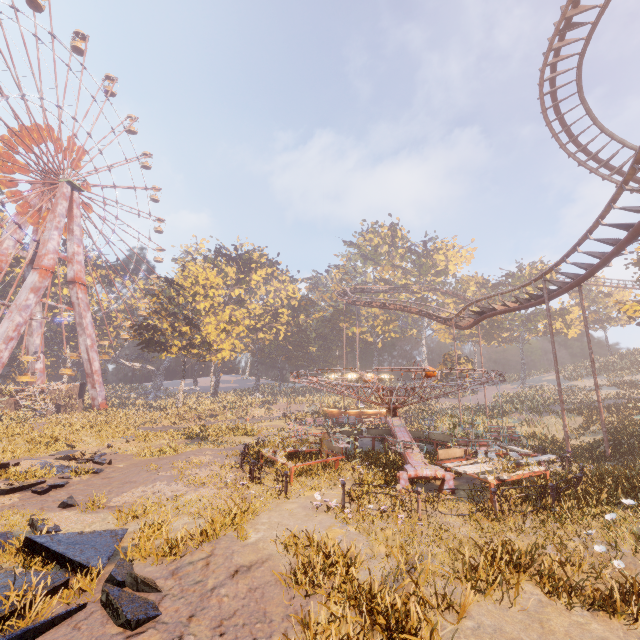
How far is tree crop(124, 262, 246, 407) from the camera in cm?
3734

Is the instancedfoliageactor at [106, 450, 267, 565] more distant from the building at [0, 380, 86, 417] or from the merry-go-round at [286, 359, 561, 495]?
the building at [0, 380, 86, 417]

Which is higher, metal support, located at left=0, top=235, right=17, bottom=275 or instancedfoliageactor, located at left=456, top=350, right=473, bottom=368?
metal support, located at left=0, top=235, right=17, bottom=275

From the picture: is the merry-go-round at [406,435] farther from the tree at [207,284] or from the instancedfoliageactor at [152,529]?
the tree at [207,284]

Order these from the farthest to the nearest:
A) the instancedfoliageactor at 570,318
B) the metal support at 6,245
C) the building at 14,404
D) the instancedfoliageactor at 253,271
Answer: the instancedfoliageactor at 253,271
the instancedfoliageactor at 570,318
the metal support at 6,245
the building at 14,404

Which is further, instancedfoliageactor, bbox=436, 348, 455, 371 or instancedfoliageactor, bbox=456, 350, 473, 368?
instancedfoliageactor, bbox=436, 348, 455, 371

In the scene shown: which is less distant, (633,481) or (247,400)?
(633,481)

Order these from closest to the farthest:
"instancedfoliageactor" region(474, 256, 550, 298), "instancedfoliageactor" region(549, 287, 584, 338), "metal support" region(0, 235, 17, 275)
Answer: "metal support" region(0, 235, 17, 275) → "instancedfoliageactor" region(549, 287, 584, 338) → "instancedfoliageactor" region(474, 256, 550, 298)
